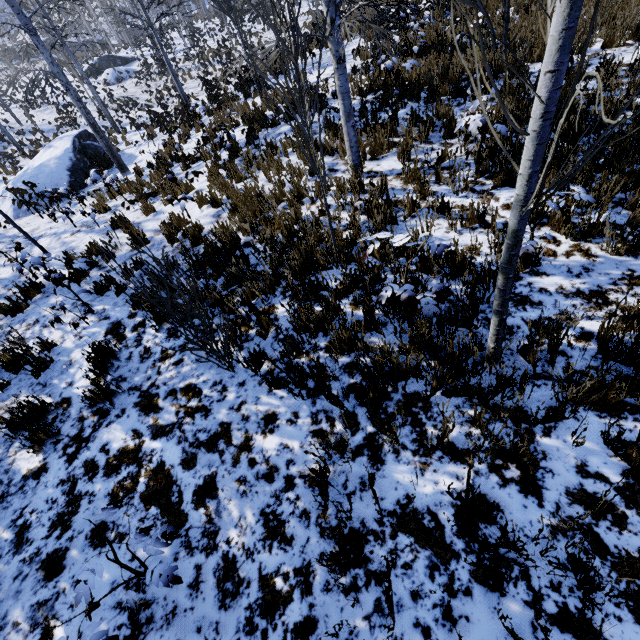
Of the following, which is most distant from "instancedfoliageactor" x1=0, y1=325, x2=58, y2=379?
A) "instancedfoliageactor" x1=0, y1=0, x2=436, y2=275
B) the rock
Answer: "instancedfoliageactor" x1=0, y1=0, x2=436, y2=275

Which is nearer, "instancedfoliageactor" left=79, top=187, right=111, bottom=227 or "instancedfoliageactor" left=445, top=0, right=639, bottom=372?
"instancedfoliageactor" left=445, top=0, right=639, bottom=372

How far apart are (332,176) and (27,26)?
11.04m

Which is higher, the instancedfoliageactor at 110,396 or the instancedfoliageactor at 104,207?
the instancedfoliageactor at 110,396

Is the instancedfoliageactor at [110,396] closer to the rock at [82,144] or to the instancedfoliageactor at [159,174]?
the rock at [82,144]

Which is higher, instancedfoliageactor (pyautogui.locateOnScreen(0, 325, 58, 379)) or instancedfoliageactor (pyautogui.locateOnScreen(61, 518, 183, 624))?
instancedfoliageactor (pyautogui.locateOnScreen(61, 518, 183, 624))

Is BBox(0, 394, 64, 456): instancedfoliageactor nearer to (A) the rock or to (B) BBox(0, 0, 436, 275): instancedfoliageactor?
(A) the rock
